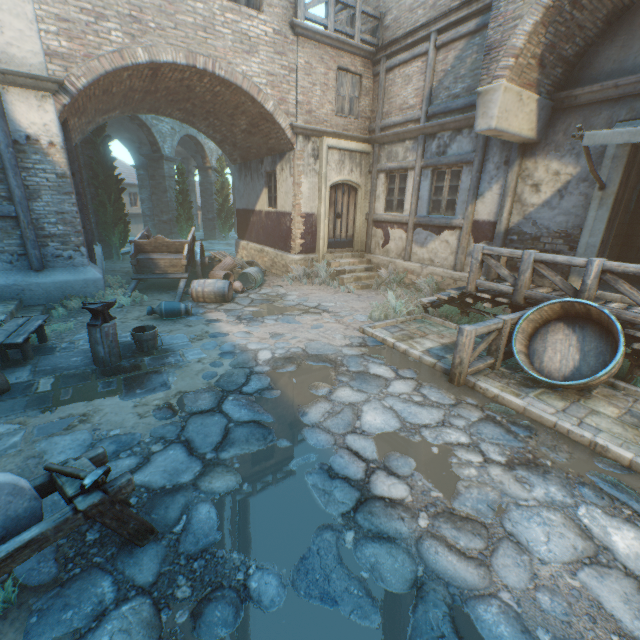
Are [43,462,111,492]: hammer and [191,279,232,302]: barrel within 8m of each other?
yes

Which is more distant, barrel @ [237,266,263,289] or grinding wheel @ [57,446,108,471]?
barrel @ [237,266,263,289]

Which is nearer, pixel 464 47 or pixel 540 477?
pixel 540 477

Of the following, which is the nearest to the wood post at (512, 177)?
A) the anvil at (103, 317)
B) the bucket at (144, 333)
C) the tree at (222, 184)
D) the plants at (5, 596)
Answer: the bucket at (144, 333)

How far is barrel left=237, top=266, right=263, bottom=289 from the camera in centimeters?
1018cm

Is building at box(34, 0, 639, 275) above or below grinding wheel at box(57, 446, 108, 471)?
above

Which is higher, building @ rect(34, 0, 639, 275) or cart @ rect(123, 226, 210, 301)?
building @ rect(34, 0, 639, 275)

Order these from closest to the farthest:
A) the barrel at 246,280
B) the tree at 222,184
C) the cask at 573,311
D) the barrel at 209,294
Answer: the cask at 573,311 → the barrel at 209,294 → the barrel at 246,280 → the tree at 222,184
